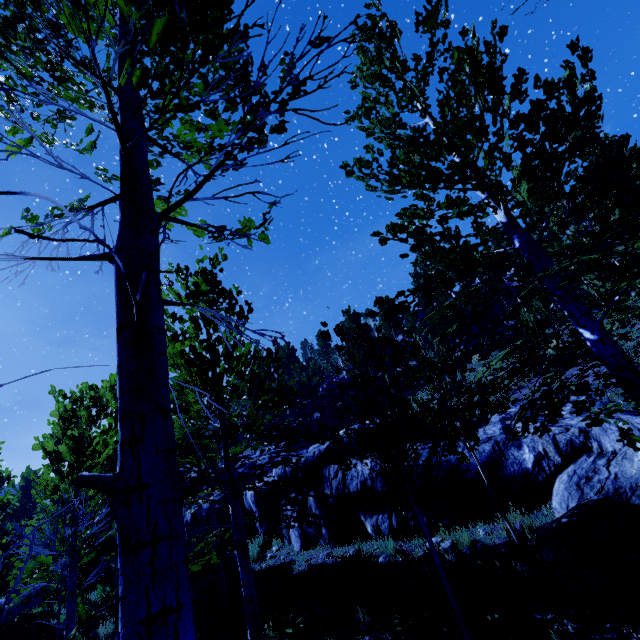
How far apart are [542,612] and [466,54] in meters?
7.5

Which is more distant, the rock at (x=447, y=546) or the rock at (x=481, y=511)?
the rock at (x=481, y=511)

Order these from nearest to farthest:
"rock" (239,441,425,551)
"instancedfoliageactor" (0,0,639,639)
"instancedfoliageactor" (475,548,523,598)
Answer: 1. "instancedfoliageactor" (0,0,639,639)
2. "instancedfoliageactor" (475,548,523,598)
3. "rock" (239,441,425,551)

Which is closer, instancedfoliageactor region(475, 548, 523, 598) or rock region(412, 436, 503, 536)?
instancedfoliageactor region(475, 548, 523, 598)

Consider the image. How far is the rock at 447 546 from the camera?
6.9 meters

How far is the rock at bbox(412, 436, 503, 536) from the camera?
7.59m
